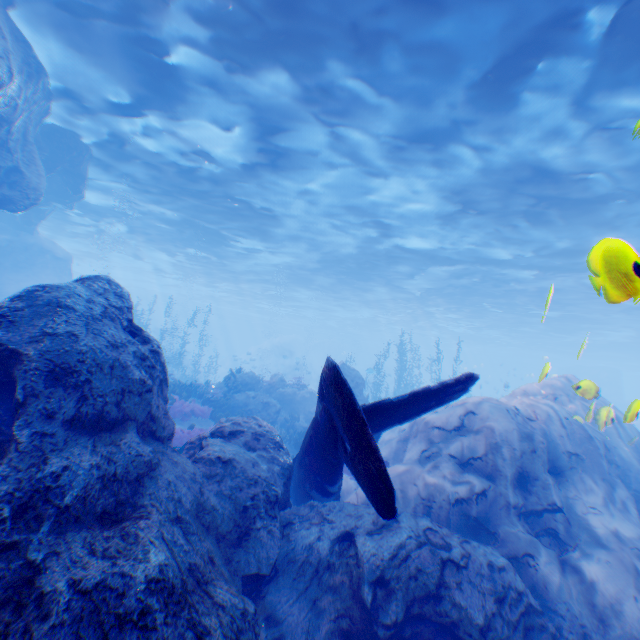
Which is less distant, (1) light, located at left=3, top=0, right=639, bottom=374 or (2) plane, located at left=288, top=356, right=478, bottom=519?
(2) plane, located at left=288, top=356, right=478, bottom=519

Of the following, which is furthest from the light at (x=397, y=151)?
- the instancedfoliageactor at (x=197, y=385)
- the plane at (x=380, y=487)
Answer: the instancedfoliageactor at (x=197, y=385)

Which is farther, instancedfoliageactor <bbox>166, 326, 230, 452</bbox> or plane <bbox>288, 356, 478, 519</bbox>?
instancedfoliageactor <bbox>166, 326, 230, 452</bbox>

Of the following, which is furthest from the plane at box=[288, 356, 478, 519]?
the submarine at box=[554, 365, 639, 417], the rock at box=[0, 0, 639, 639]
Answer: the submarine at box=[554, 365, 639, 417]

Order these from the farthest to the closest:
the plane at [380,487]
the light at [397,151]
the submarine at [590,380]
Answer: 1. the light at [397,151]
2. the submarine at [590,380]
3. the plane at [380,487]

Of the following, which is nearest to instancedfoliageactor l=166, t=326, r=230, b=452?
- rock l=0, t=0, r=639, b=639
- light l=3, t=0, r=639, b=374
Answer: rock l=0, t=0, r=639, b=639

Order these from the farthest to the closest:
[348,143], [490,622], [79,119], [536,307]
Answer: [536,307] < [79,119] < [348,143] < [490,622]

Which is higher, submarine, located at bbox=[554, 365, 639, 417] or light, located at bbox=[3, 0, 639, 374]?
light, located at bbox=[3, 0, 639, 374]
